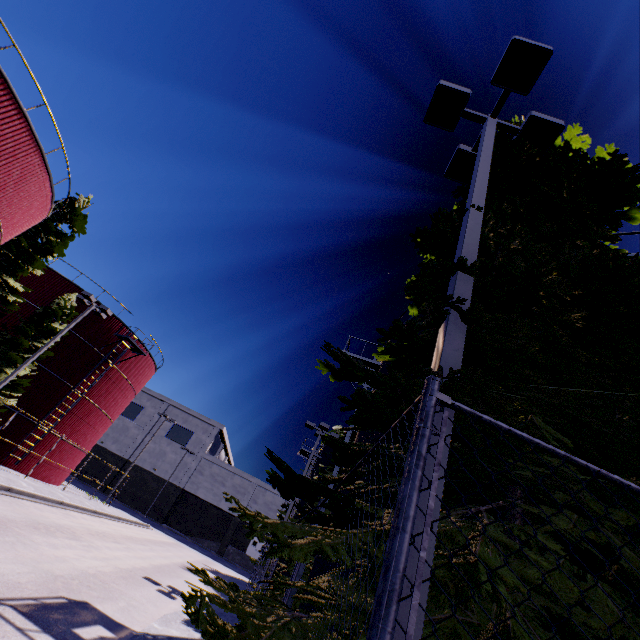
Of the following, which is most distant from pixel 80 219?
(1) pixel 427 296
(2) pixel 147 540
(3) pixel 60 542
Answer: (1) pixel 427 296

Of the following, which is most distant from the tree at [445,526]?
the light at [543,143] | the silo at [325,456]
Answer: the silo at [325,456]

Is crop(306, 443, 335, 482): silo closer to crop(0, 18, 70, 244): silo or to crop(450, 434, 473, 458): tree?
crop(450, 434, 473, 458): tree

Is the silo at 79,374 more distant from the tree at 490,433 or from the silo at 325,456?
the tree at 490,433

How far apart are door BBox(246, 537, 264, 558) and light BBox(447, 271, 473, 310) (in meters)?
58.90

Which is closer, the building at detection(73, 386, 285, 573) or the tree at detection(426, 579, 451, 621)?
the tree at detection(426, 579, 451, 621)

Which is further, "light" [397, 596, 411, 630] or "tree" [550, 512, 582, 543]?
"tree" [550, 512, 582, 543]

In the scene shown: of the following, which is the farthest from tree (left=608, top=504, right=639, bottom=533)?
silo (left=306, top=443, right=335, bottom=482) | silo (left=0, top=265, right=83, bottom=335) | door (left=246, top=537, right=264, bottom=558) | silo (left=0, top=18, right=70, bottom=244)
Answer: door (left=246, top=537, right=264, bottom=558)
